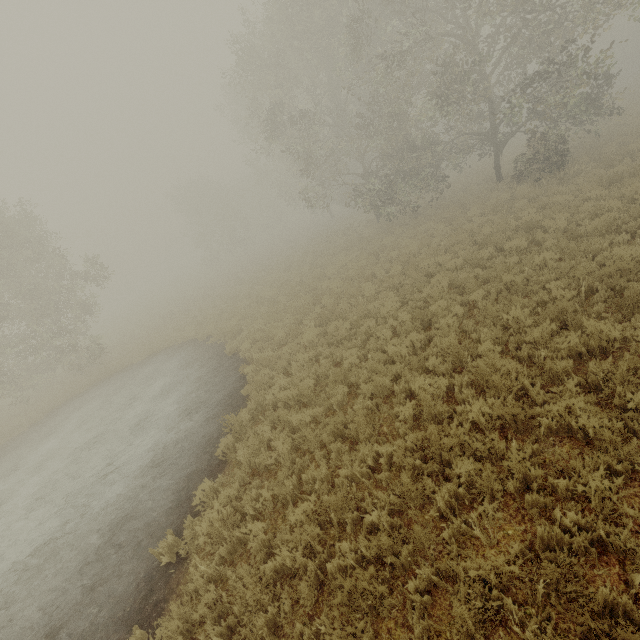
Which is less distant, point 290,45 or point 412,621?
point 412,621
